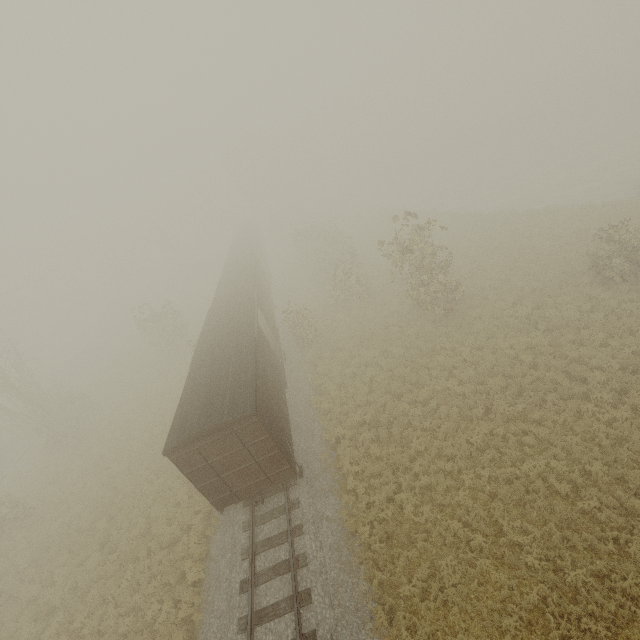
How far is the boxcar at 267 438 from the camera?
11.1 meters

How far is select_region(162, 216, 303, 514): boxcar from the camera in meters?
11.1 m

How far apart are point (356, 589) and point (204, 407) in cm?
762
